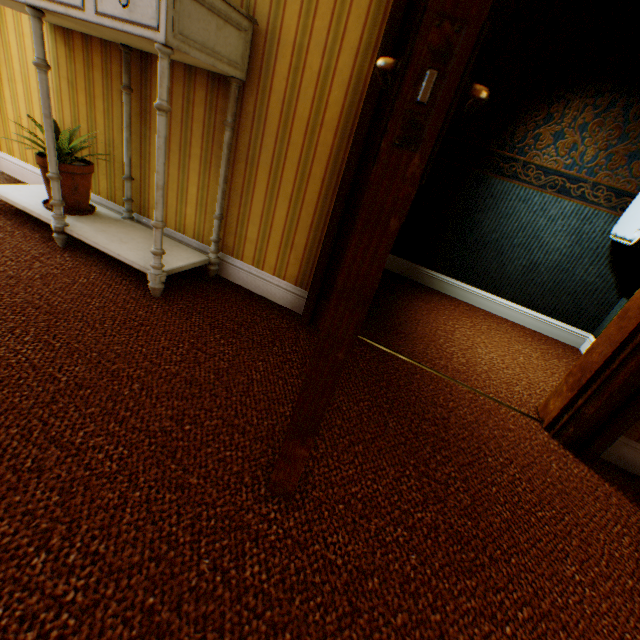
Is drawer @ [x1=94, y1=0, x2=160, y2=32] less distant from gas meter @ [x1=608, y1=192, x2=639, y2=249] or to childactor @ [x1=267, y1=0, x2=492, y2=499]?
childactor @ [x1=267, y1=0, x2=492, y2=499]

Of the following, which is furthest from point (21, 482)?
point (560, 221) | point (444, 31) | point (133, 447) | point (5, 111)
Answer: point (560, 221)

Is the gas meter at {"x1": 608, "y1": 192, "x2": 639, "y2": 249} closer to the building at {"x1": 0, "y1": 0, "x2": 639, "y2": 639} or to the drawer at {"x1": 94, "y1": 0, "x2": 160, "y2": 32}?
the building at {"x1": 0, "y1": 0, "x2": 639, "y2": 639}

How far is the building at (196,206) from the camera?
1.8 meters

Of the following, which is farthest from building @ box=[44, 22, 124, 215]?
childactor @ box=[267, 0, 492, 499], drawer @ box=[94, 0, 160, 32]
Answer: drawer @ box=[94, 0, 160, 32]

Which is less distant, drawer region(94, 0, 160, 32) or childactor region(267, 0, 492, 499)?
childactor region(267, 0, 492, 499)

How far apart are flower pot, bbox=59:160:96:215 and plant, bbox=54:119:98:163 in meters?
0.0
